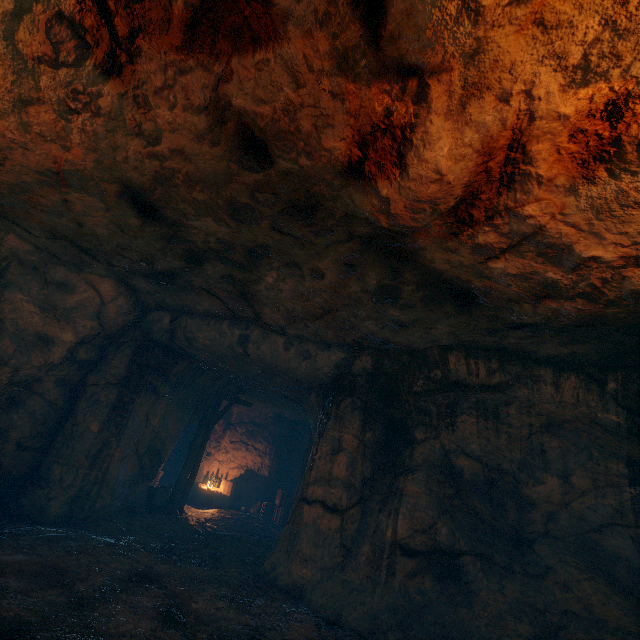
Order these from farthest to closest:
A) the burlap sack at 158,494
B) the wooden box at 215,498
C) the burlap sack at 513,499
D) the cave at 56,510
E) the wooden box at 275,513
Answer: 1. the wooden box at 215,498
2. the wooden box at 275,513
3. the burlap sack at 158,494
4. the cave at 56,510
5. the burlap sack at 513,499

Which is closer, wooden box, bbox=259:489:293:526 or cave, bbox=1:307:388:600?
cave, bbox=1:307:388:600

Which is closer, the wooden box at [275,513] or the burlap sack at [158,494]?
the burlap sack at [158,494]

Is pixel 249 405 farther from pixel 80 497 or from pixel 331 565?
pixel 331 565

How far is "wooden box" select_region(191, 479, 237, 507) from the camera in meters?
14.2

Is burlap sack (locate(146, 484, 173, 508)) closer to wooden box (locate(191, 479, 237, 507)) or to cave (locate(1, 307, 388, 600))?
cave (locate(1, 307, 388, 600))

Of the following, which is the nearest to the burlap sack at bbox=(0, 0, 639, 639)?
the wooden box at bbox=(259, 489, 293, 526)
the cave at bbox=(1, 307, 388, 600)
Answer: the cave at bbox=(1, 307, 388, 600)

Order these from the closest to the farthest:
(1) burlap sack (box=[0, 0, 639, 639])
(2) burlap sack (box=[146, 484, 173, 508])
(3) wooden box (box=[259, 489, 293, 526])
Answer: (1) burlap sack (box=[0, 0, 639, 639]) → (2) burlap sack (box=[146, 484, 173, 508]) → (3) wooden box (box=[259, 489, 293, 526])
